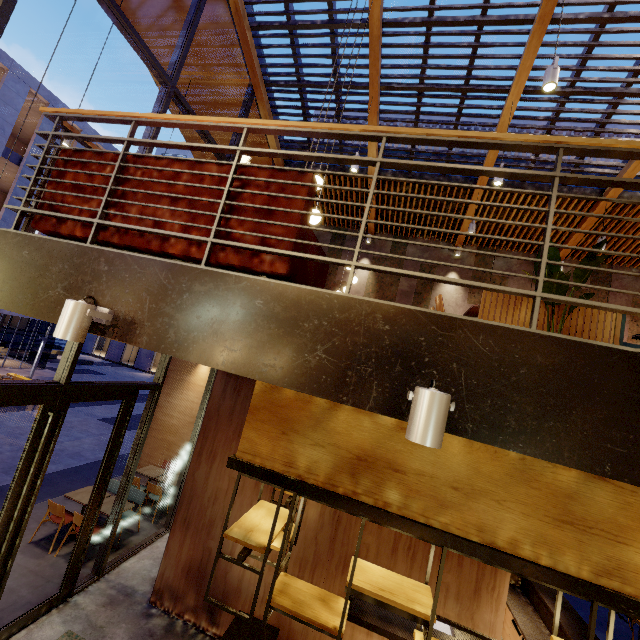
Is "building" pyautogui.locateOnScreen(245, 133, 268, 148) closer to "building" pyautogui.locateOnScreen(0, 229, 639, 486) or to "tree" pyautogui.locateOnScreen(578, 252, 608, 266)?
"building" pyautogui.locateOnScreen(0, 229, 639, 486)

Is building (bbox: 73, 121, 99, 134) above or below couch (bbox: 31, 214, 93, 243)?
above

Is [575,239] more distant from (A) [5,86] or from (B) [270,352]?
(A) [5,86]

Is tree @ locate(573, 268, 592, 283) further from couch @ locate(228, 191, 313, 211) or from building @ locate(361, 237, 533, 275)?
couch @ locate(228, 191, 313, 211)

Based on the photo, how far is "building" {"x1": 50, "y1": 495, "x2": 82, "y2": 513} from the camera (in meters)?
7.74

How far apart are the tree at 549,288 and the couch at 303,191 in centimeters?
200cm

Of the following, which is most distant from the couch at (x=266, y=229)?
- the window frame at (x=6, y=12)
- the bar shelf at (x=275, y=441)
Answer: the window frame at (x=6, y=12)

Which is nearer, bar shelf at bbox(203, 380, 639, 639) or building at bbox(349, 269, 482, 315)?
bar shelf at bbox(203, 380, 639, 639)
